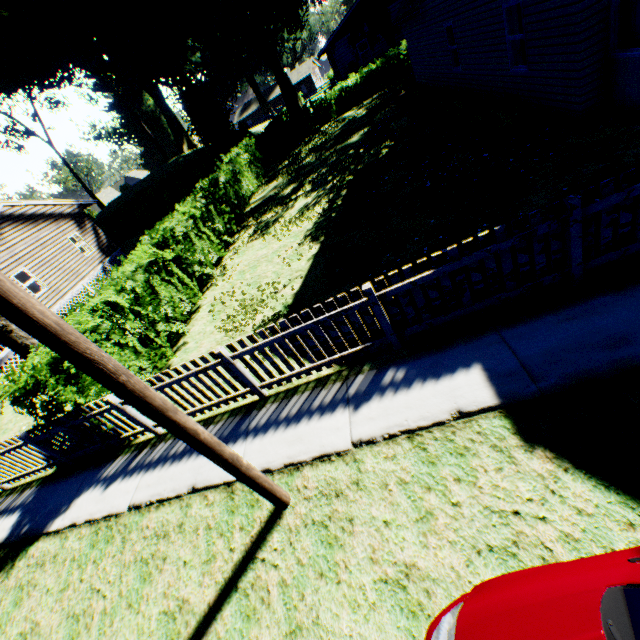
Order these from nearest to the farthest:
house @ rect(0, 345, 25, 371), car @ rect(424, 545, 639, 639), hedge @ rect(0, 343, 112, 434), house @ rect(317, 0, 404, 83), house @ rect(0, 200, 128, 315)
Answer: car @ rect(424, 545, 639, 639)
hedge @ rect(0, 343, 112, 434)
house @ rect(0, 345, 25, 371)
house @ rect(0, 200, 128, 315)
house @ rect(317, 0, 404, 83)

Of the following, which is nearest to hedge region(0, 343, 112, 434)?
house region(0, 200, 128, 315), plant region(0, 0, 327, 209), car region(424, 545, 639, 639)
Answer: car region(424, 545, 639, 639)

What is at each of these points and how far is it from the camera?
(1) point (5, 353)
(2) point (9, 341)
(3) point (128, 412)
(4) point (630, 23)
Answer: (1) house, 15.91m
(2) tree, 7.95m
(3) fence, 5.93m
(4) curtain, 6.19m

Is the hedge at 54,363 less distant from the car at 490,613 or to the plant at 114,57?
the car at 490,613

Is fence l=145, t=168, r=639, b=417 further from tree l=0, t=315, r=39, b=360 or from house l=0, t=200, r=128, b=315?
house l=0, t=200, r=128, b=315

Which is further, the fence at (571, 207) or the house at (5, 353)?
the house at (5, 353)

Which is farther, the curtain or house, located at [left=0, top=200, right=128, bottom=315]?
house, located at [left=0, top=200, right=128, bottom=315]

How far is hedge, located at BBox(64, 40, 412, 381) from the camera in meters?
7.5 m
